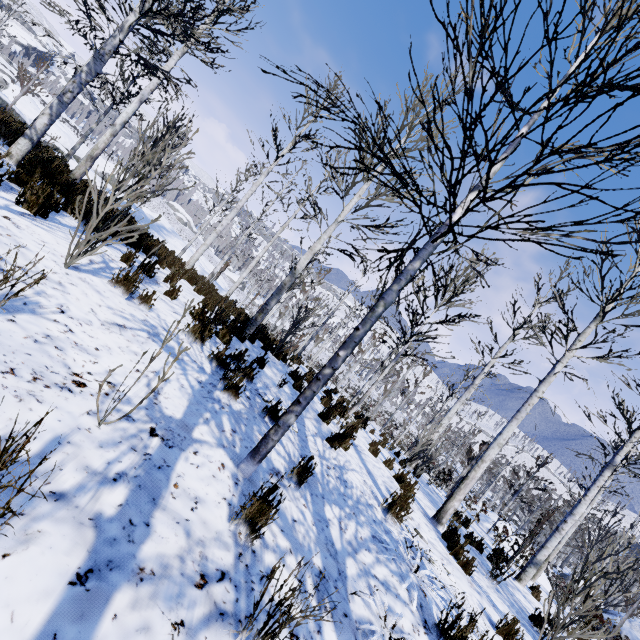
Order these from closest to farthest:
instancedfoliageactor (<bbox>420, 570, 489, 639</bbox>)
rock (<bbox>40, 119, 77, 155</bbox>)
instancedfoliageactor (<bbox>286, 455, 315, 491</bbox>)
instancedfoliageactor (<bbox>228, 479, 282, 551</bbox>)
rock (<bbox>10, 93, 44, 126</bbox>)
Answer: instancedfoliageactor (<bbox>228, 479, 282, 551</bbox>)
instancedfoliageactor (<bbox>420, 570, 489, 639</bbox>)
instancedfoliageactor (<bbox>286, 455, 315, 491</bbox>)
rock (<bbox>10, 93, 44, 126</bbox>)
rock (<bbox>40, 119, 77, 155</bbox>)

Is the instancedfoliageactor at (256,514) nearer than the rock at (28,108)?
Yes

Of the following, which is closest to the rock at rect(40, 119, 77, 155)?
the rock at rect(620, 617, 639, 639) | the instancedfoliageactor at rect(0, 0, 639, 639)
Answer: the instancedfoliageactor at rect(0, 0, 639, 639)

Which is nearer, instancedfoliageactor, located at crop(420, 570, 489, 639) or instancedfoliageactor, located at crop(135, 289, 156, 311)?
instancedfoliageactor, located at crop(420, 570, 489, 639)

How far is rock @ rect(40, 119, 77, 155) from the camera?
22.7m

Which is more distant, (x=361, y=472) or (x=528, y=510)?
Result: (x=528, y=510)

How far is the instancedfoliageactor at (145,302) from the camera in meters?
4.2 m
